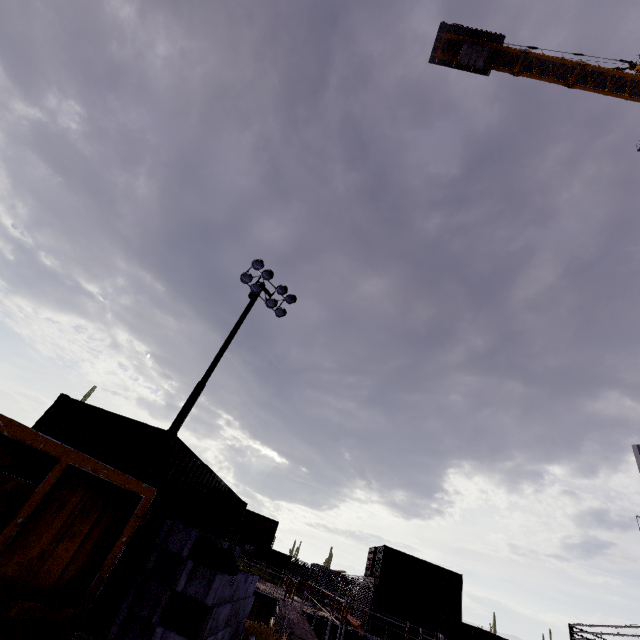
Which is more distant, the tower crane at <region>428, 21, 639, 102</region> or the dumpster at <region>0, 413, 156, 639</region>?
the tower crane at <region>428, 21, 639, 102</region>

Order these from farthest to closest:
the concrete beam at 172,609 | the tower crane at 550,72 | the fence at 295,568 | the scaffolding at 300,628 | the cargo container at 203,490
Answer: the fence at 295,568
the tower crane at 550,72
the scaffolding at 300,628
the cargo container at 203,490
the concrete beam at 172,609

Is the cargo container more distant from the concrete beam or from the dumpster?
the dumpster

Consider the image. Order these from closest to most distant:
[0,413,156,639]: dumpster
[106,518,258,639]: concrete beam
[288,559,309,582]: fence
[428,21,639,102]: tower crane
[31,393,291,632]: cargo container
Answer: [0,413,156,639]: dumpster → [106,518,258,639]: concrete beam → [31,393,291,632]: cargo container → [428,21,639,102]: tower crane → [288,559,309,582]: fence

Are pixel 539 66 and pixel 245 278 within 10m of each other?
no

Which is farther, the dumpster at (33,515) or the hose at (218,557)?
the hose at (218,557)

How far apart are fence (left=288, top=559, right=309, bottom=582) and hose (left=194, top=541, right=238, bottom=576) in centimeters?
3873cm

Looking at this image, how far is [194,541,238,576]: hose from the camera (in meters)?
4.85
